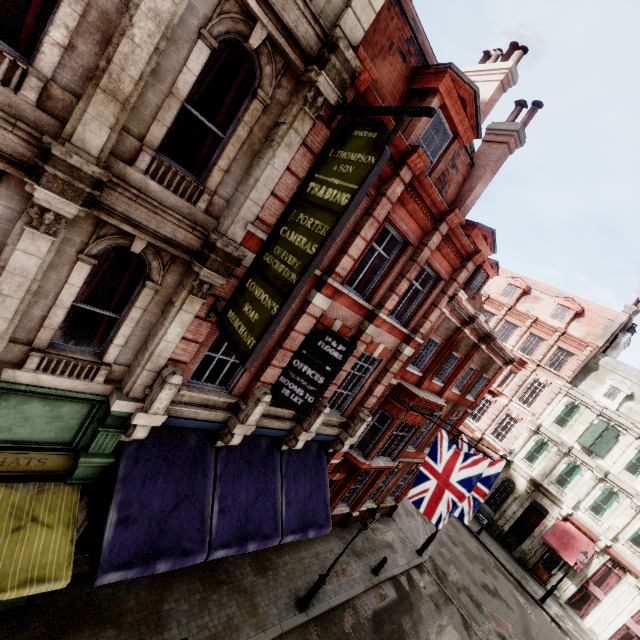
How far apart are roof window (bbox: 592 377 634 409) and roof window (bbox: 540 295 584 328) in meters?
5.2

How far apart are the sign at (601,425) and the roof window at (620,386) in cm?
155

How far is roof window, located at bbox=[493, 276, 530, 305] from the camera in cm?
3328

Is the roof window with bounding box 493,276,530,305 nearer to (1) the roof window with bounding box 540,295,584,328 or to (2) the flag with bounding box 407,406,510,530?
(1) the roof window with bounding box 540,295,584,328

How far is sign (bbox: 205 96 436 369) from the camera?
4.92m

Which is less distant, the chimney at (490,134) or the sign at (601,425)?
the chimney at (490,134)

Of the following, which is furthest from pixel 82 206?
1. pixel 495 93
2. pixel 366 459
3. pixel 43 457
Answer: pixel 495 93

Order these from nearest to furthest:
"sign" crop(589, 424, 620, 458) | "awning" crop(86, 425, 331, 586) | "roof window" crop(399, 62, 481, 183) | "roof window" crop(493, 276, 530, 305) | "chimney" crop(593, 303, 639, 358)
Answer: "awning" crop(86, 425, 331, 586)
"roof window" crop(399, 62, 481, 183)
"sign" crop(589, 424, 620, 458)
"chimney" crop(593, 303, 639, 358)
"roof window" crop(493, 276, 530, 305)
